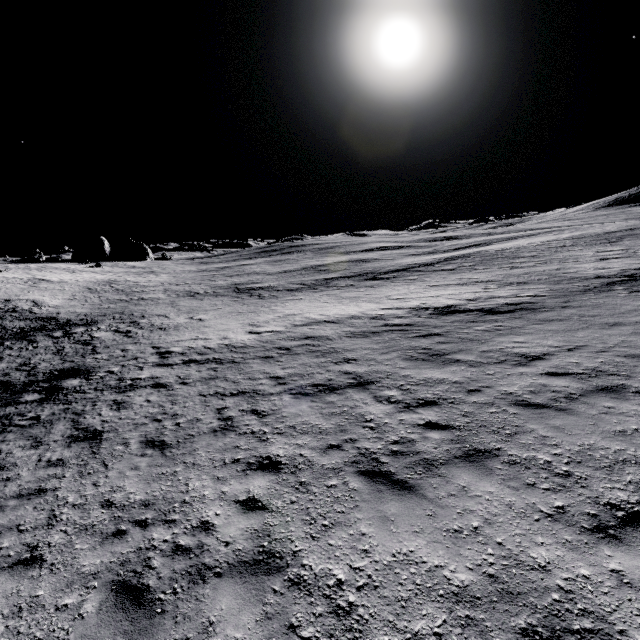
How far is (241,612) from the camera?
3.99m
